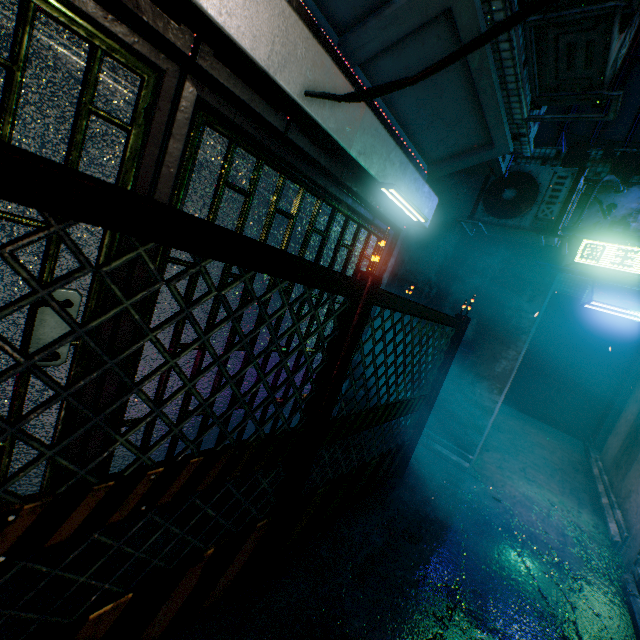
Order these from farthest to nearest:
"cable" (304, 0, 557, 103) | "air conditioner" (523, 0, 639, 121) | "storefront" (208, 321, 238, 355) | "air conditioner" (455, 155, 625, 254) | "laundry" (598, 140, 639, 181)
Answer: "laundry" (598, 140, 639, 181), "air conditioner" (455, 155, 625, 254), "storefront" (208, 321, 238, 355), "air conditioner" (523, 0, 639, 121), "cable" (304, 0, 557, 103)

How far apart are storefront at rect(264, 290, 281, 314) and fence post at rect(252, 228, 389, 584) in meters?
0.8

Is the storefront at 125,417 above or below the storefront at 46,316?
below

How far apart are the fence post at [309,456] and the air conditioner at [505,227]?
2.5 meters

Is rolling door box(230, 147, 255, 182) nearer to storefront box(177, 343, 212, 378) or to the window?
storefront box(177, 343, 212, 378)

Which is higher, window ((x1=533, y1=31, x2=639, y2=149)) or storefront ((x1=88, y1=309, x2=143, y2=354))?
window ((x1=533, y1=31, x2=639, y2=149))

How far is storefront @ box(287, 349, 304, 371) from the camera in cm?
278

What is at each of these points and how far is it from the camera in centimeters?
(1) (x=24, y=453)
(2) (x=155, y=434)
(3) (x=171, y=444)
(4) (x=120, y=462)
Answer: (1) storefront, 185cm
(2) storefront, 244cm
(3) storefront, 211cm
(4) storefront, 217cm
